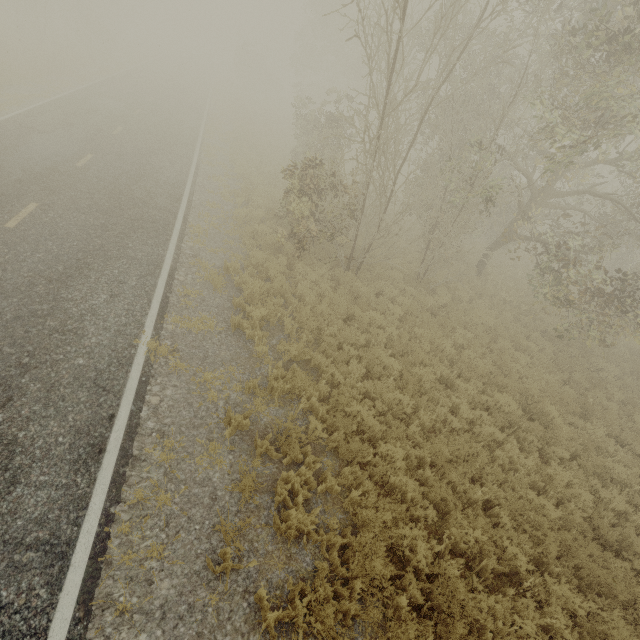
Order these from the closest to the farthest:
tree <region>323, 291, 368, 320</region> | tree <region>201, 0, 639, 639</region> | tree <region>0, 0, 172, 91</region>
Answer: tree <region>201, 0, 639, 639</region>
tree <region>323, 291, 368, 320</region>
tree <region>0, 0, 172, 91</region>

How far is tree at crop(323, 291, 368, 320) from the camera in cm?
943

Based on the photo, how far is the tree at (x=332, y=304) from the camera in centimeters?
943cm

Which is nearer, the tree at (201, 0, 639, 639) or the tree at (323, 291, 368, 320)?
the tree at (201, 0, 639, 639)

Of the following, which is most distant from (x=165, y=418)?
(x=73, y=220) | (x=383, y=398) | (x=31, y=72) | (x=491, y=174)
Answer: (x=31, y=72)

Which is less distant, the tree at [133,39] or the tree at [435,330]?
the tree at [435,330]

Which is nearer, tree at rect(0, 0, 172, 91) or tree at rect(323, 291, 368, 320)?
tree at rect(323, 291, 368, 320)
